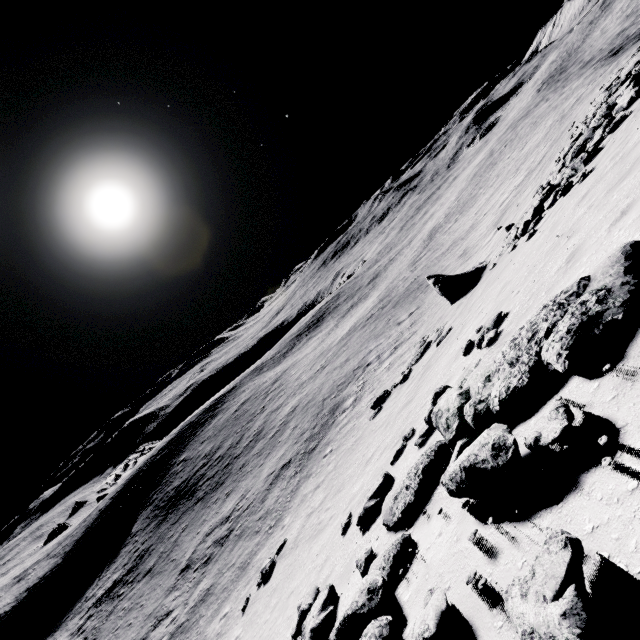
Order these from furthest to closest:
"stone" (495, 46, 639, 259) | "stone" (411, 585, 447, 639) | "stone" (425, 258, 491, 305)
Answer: "stone" (425, 258, 491, 305) → "stone" (495, 46, 639, 259) → "stone" (411, 585, 447, 639)

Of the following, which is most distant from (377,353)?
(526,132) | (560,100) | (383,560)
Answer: (560,100)

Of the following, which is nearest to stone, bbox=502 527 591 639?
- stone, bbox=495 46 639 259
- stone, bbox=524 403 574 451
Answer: stone, bbox=524 403 574 451

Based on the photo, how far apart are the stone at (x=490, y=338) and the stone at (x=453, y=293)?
10.3m

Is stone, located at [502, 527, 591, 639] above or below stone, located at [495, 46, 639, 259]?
above

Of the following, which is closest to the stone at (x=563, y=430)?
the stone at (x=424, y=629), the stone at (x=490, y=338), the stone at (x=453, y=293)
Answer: the stone at (x=424, y=629)

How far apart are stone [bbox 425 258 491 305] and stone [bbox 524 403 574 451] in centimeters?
1611cm

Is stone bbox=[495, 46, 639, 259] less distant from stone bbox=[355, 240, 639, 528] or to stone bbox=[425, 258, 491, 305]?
stone bbox=[425, 258, 491, 305]
